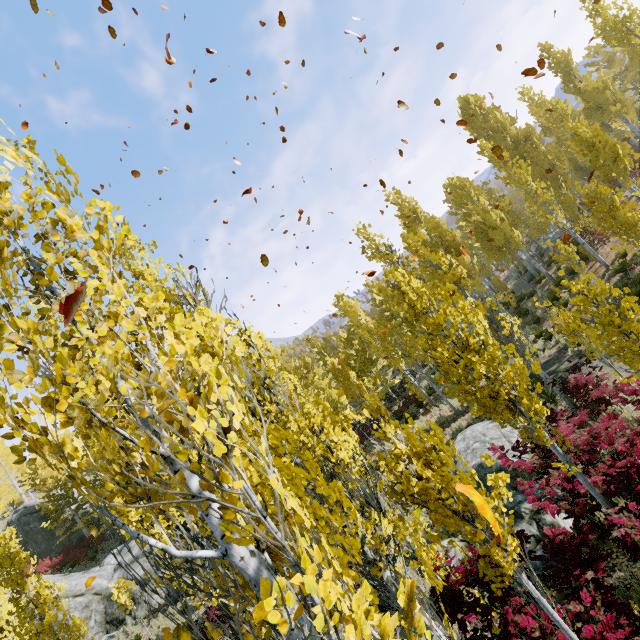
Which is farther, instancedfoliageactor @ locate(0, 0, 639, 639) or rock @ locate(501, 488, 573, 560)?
rock @ locate(501, 488, 573, 560)

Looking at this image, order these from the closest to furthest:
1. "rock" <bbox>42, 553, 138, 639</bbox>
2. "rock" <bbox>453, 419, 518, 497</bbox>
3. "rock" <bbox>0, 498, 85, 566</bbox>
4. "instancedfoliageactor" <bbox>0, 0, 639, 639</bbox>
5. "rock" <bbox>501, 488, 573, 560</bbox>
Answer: "instancedfoliageactor" <bbox>0, 0, 639, 639</bbox> < "rock" <bbox>501, 488, 573, 560</bbox> < "rock" <bbox>453, 419, 518, 497</bbox> < "rock" <bbox>42, 553, 138, 639</bbox> < "rock" <bbox>0, 498, 85, 566</bbox>

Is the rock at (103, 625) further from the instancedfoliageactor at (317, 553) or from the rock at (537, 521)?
the rock at (537, 521)

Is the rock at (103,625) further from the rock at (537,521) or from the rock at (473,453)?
the rock at (537,521)

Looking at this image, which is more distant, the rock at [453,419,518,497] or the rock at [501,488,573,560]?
the rock at [453,419,518,497]

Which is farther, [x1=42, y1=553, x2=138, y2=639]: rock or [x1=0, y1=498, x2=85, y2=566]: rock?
[x1=0, y1=498, x2=85, y2=566]: rock

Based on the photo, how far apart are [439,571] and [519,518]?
3.0m

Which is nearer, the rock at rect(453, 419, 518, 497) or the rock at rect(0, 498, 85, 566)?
the rock at rect(453, 419, 518, 497)
